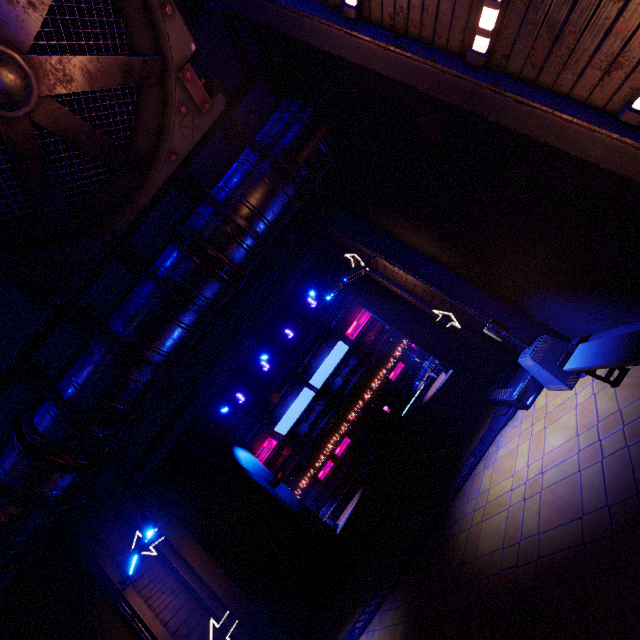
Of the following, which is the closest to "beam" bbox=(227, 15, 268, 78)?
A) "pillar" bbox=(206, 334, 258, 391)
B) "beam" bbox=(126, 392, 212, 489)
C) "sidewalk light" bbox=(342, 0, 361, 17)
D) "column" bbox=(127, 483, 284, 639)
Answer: "sidewalk light" bbox=(342, 0, 361, 17)

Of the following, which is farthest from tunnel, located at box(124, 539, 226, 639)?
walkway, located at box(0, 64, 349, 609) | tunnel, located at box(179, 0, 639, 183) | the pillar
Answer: tunnel, located at box(179, 0, 639, 183)

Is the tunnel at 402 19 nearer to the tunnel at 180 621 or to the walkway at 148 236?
the walkway at 148 236

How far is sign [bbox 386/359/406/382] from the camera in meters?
40.5 m

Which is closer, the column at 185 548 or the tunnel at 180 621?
the tunnel at 180 621

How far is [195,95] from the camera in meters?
5.0 m

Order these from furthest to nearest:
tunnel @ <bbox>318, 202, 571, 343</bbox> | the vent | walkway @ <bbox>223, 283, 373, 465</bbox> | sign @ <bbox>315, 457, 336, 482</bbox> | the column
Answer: sign @ <bbox>315, 457, 336, 482</bbox>, walkway @ <bbox>223, 283, 373, 465</bbox>, the column, tunnel @ <bbox>318, 202, 571, 343</bbox>, the vent

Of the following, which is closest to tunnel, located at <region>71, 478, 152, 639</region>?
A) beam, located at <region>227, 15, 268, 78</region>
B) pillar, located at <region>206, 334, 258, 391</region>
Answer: pillar, located at <region>206, 334, 258, 391</region>
